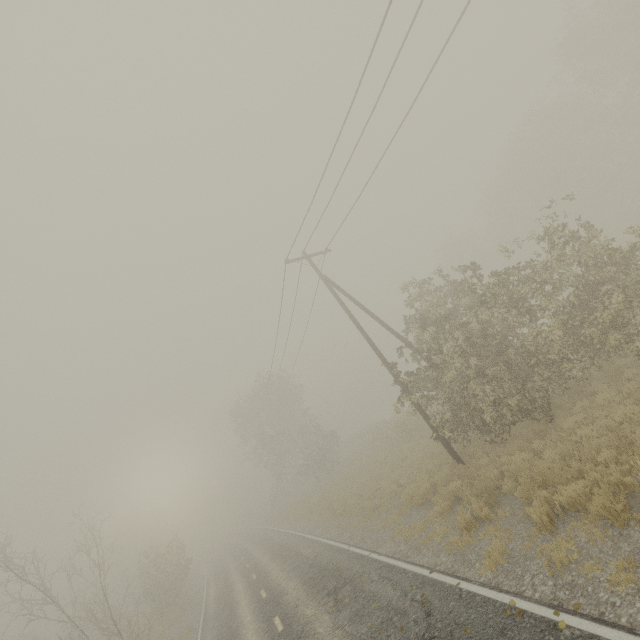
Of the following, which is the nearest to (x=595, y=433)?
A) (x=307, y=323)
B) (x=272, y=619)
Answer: (x=272, y=619)

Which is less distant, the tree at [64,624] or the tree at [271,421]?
the tree at [271,421]

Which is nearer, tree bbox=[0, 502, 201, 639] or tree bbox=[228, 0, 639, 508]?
tree bbox=[228, 0, 639, 508]
